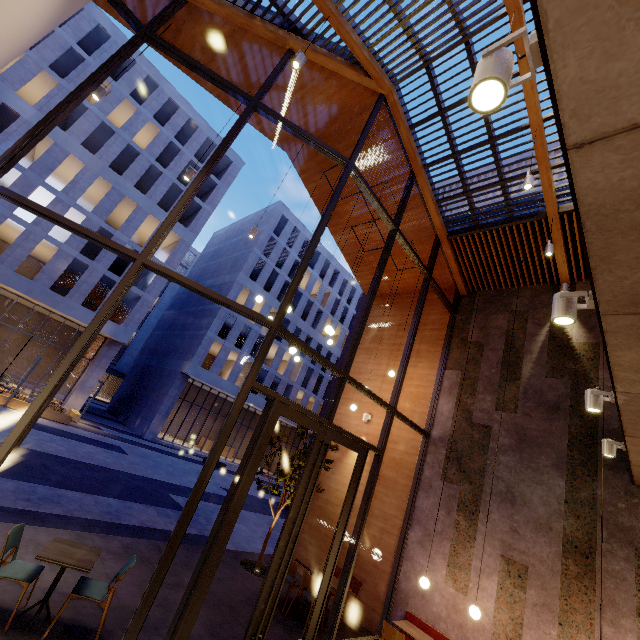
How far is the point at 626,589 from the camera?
5.4 meters

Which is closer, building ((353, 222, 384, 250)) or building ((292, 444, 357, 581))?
building ((292, 444, 357, 581))

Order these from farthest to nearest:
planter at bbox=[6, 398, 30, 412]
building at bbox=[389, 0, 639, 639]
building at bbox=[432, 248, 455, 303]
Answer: planter at bbox=[6, 398, 30, 412] < building at bbox=[432, 248, 455, 303] < building at bbox=[389, 0, 639, 639]

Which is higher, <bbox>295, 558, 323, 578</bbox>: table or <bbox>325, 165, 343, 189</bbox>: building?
<bbox>325, 165, 343, 189</bbox>: building

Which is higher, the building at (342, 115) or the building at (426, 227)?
the building at (342, 115)

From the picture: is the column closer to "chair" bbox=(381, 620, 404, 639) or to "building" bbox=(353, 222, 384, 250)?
"building" bbox=(353, 222, 384, 250)

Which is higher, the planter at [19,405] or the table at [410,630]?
the table at [410,630]

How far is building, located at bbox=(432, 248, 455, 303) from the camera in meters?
10.4 m
